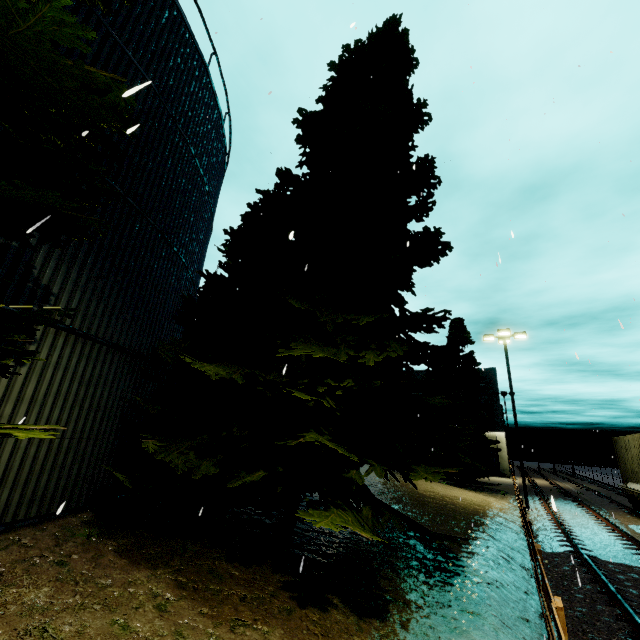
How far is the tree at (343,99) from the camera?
5.8m

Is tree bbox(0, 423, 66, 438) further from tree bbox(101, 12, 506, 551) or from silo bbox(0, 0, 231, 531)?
tree bbox(101, 12, 506, 551)

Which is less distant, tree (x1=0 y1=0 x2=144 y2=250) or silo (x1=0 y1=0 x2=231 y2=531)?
tree (x1=0 y1=0 x2=144 y2=250)

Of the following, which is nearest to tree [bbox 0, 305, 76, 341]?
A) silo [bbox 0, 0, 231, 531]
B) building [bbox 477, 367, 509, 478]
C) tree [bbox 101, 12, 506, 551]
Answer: silo [bbox 0, 0, 231, 531]

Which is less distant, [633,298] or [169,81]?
[169,81]

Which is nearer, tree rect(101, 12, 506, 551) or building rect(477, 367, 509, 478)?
tree rect(101, 12, 506, 551)

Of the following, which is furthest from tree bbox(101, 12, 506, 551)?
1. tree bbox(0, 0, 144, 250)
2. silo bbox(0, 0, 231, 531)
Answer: tree bbox(0, 0, 144, 250)

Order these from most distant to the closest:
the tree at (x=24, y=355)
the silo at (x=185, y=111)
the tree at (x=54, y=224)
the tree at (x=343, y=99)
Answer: the tree at (x=343, y=99) → the silo at (x=185, y=111) → the tree at (x=24, y=355) → the tree at (x=54, y=224)
